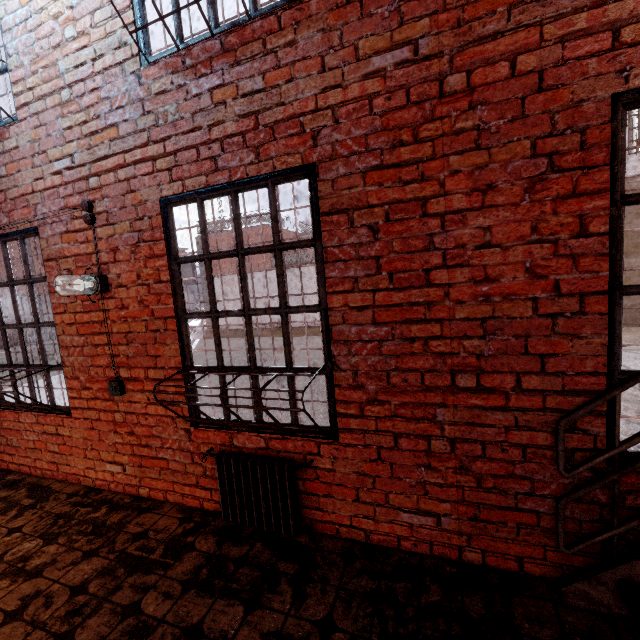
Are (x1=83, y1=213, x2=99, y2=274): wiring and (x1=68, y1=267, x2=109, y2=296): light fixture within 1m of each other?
yes

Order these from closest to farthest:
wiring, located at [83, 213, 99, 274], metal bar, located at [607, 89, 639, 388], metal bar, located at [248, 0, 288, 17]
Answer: metal bar, located at [607, 89, 639, 388] → metal bar, located at [248, 0, 288, 17] → wiring, located at [83, 213, 99, 274]

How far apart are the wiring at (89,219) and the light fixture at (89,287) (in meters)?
0.03

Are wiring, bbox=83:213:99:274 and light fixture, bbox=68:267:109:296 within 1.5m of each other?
yes

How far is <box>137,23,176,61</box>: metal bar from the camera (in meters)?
2.48

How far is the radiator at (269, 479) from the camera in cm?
246

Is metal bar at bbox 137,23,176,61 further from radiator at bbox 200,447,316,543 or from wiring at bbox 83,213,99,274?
radiator at bbox 200,447,316,543

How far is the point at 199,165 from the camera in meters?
2.5
